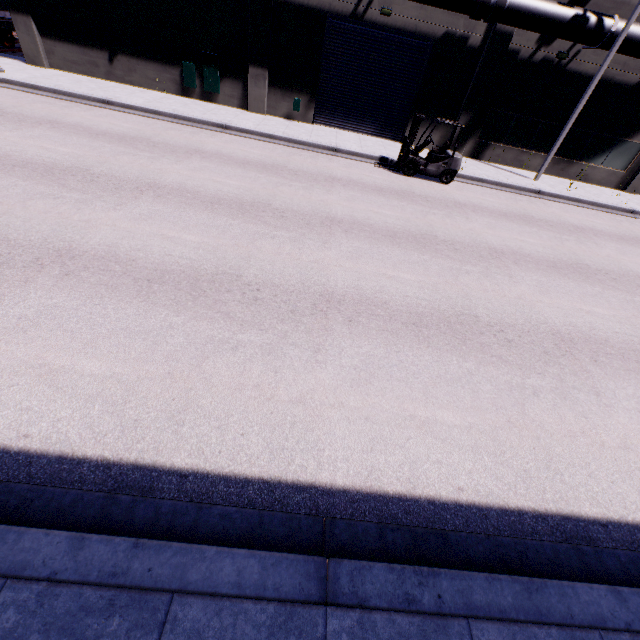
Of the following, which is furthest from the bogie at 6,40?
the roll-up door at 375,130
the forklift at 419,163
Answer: the forklift at 419,163

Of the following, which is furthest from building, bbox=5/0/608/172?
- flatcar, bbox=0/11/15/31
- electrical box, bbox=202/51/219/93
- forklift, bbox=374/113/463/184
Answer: forklift, bbox=374/113/463/184

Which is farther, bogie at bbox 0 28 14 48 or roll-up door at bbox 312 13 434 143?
bogie at bbox 0 28 14 48

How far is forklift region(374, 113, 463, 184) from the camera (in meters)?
13.08

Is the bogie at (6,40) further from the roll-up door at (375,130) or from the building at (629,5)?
the roll-up door at (375,130)

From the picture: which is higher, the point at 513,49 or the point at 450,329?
the point at 513,49

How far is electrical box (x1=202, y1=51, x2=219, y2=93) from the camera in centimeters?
1556cm

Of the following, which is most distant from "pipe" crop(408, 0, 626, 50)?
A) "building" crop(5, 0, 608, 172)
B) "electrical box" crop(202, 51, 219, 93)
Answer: "electrical box" crop(202, 51, 219, 93)
